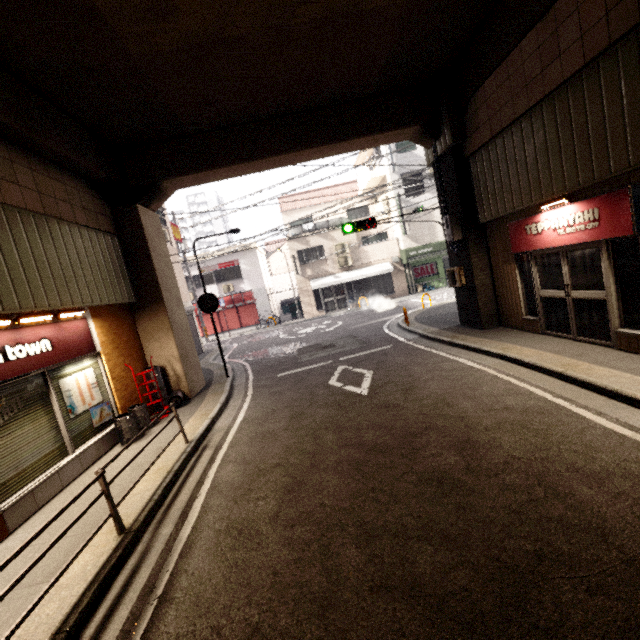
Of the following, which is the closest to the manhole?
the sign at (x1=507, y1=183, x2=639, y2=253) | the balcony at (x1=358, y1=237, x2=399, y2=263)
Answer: the sign at (x1=507, y1=183, x2=639, y2=253)

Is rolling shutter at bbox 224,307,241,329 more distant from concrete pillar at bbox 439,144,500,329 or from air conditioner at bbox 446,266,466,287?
air conditioner at bbox 446,266,466,287

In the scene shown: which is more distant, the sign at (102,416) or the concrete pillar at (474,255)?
the concrete pillar at (474,255)

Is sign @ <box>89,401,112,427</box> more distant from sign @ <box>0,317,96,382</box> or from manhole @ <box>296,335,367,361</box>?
manhole @ <box>296,335,367,361</box>

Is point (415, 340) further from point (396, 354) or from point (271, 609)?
point (271, 609)

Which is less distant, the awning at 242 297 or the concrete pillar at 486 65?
the concrete pillar at 486 65

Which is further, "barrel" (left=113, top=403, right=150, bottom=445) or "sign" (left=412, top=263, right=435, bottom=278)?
"sign" (left=412, top=263, right=435, bottom=278)

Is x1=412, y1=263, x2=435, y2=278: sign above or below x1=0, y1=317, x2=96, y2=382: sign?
below
